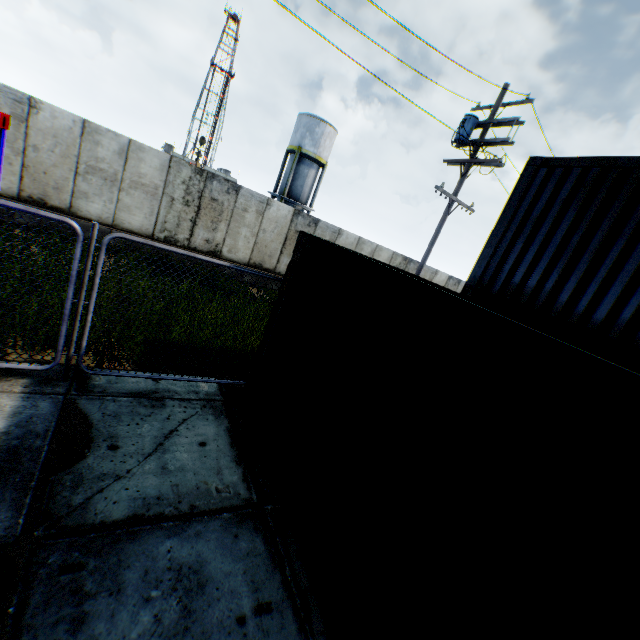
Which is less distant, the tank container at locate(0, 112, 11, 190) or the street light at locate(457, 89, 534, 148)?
the tank container at locate(0, 112, 11, 190)

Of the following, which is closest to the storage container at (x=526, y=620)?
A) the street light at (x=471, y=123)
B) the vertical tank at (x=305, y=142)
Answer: the street light at (x=471, y=123)

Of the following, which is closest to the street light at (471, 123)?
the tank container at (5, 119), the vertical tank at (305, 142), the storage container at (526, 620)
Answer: the storage container at (526, 620)

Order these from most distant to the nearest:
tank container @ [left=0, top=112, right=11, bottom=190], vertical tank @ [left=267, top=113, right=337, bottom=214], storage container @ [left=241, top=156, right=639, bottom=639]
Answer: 1. vertical tank @ [left=267, top=113, right=337, bottom=214]
2. tank container @ [left=0, top=112, right=11, bottom=190]
3. storage container @ [left=241, top=156, right=639, bottom=639]

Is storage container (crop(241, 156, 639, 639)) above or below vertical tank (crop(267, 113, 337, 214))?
below

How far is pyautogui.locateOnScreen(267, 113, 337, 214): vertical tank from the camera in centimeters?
2964cm

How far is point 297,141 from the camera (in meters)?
30.08

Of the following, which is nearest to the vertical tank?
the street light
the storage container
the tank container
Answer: the street light
